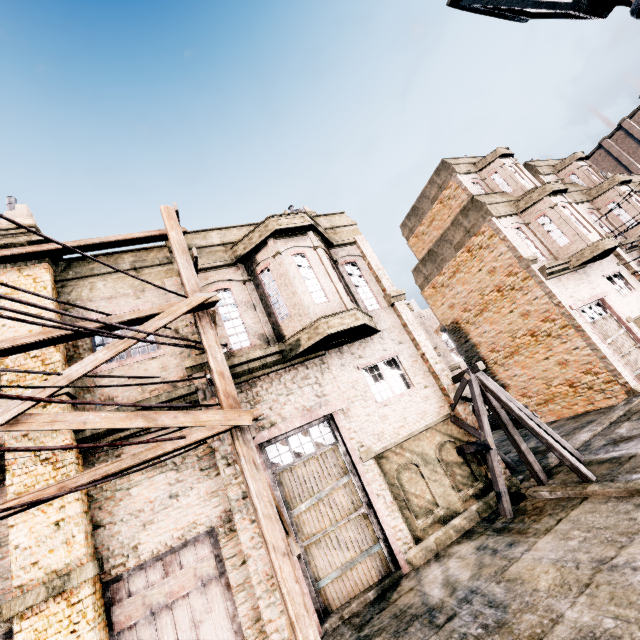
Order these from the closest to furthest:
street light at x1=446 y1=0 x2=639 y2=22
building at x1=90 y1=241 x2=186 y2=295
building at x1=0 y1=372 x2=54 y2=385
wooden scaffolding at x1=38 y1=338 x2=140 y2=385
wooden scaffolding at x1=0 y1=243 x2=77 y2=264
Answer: street light at x1=446 y1=0 x2=639 y2=22, wooden scaffolding at x1=38 y1=338 x2=140 y2=385, building at x1=0 y1=372 x2=54 y2=385, wooden scaffolding at x1=0 y1=243 x2=77 y2=264, building at x1=90 y1=241 x2=186 y2=295

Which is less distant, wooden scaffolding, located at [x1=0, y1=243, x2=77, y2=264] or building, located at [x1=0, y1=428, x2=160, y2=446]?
building, located at [x1=0, y1=428, x2=160, y2=446]

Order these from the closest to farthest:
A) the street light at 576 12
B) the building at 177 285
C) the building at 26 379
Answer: the street light at 576 12
the building at 26 379
the building at 177 285

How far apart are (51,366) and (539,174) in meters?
29.2

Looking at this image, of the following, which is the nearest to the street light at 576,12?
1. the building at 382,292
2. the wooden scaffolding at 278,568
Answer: the wooden scaffolding at 278,568

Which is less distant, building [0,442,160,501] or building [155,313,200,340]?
building [0,442,160,501]

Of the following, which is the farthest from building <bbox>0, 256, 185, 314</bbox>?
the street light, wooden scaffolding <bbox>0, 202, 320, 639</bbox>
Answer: the street light
